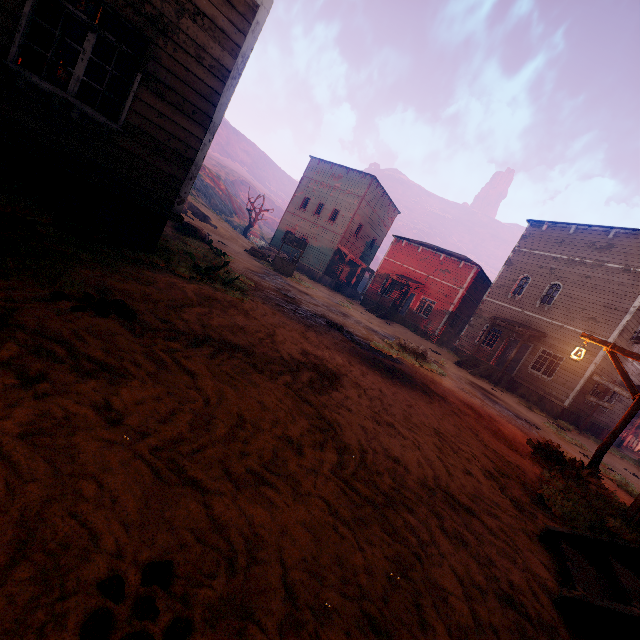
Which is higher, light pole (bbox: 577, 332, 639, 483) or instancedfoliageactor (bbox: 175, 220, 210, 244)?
light pole (bbox: 577, 332, 639, 483)

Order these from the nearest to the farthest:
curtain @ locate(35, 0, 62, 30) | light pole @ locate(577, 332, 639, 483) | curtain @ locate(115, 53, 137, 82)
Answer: curtain @ locate(35, 0, 62, 30) < curtain @ locate(115, 53, 137, 82) < light pole @ locate(577, 332, 639, 483)

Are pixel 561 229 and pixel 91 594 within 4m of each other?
no

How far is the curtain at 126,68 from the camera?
5.1 meters

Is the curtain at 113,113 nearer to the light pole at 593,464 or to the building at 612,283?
the building at 612,283

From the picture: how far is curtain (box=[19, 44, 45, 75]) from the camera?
4.6 meters

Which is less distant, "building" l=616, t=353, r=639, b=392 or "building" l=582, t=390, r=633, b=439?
"building" l=616, t=353, r=639, b=392

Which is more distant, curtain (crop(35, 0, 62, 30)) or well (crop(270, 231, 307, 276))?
well (crop(270, 231, 307, 276))
